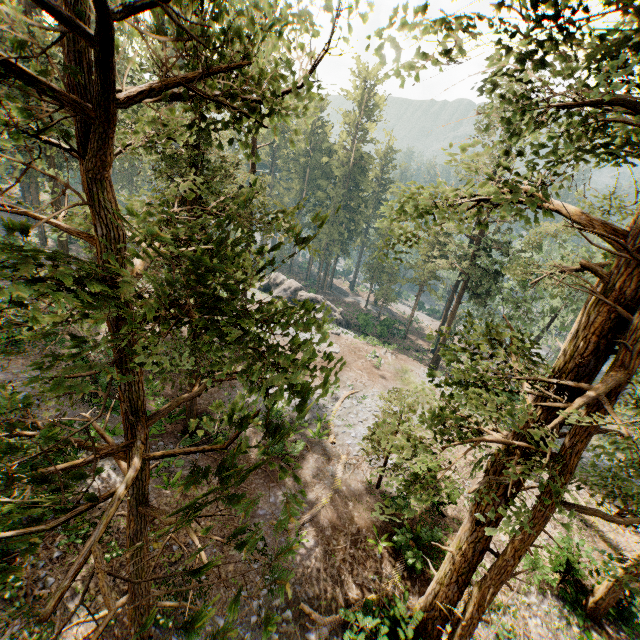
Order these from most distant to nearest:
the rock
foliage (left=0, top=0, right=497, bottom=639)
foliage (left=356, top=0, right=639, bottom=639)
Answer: the rock, foliage (left=356, top=0, right=639, bottom=639), foliage (left=0, top=0, right=497, bottom=639)

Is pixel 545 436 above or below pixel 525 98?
below

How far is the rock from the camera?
42.4 meters

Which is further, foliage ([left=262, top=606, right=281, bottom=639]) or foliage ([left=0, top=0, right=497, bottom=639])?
foliage ([left=0, top=0, right=497, bottom=639])

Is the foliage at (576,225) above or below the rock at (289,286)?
above

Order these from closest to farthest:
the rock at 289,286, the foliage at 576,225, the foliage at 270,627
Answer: the foliage at 270,627 → the foliage at 576,225 → the rock at 289,286

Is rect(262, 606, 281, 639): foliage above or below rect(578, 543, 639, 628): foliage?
above
